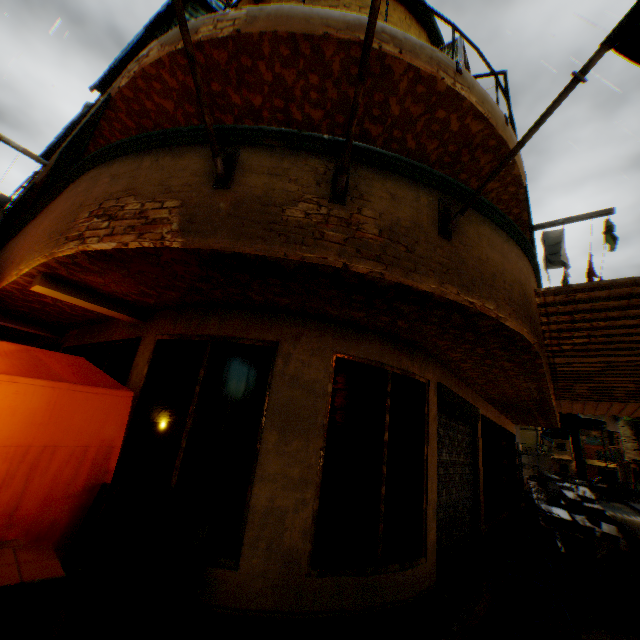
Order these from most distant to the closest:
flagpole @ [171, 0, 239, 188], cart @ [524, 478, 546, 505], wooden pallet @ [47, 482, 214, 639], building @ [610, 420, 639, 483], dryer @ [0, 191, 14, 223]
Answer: building @ [610, 420, 639, 483] < cart @ [524, 478, 546, 505] < dryer @ [0, 191, 14, 223] < wooden pallet @ [47, 482, 214, 639] < flagpole @ [171, 0, 239, 188]

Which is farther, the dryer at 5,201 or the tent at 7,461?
the dryer at 5,201

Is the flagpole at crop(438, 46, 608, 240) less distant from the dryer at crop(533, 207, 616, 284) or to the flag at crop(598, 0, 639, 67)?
the flag at crop(598, 0, 639, 67)

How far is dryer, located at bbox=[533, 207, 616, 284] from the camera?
6.27m

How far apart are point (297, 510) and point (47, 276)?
4.08m

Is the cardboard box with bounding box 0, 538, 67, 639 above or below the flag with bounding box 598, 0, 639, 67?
below

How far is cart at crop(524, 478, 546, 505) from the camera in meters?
10.9

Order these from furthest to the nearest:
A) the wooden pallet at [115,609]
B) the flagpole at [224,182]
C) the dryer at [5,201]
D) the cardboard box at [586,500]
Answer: the dryer at [5,201] < the cardboard box at [586,500] < the wooden pallet at [115,609] < the flagpole at [224,182]
